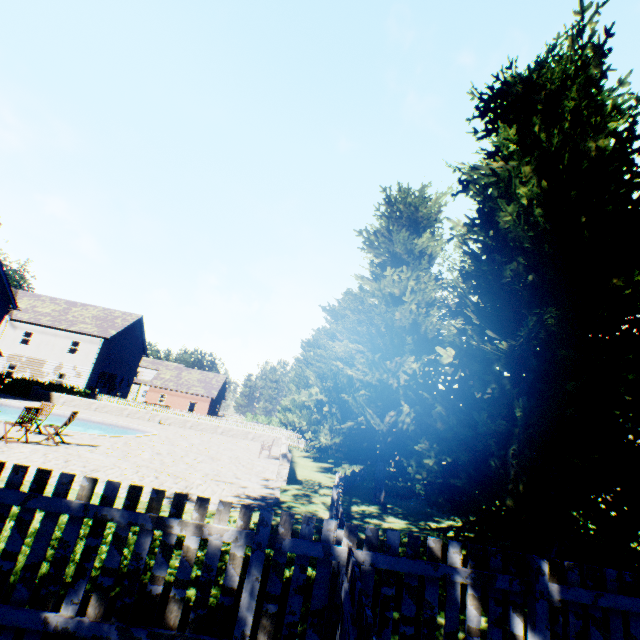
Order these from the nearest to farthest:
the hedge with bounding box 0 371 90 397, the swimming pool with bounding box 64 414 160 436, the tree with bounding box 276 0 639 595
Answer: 1. the tree with bounding box 276 0 639 595
2. the swimming pool with bounding box 64 414 160 436
3. the hedge with bounding box 0 371 90 397

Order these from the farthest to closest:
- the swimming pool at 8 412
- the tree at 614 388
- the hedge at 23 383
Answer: the hedge at 23 383
the swimming pool at 8 412
the tree at 614 388

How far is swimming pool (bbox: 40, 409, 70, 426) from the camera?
20.32m

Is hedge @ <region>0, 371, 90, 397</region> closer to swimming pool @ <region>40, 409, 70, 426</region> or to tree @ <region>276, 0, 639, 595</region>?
swimming pool @ <region>40, 409, 70, 426</region>

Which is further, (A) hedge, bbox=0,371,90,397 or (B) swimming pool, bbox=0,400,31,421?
(A) hedge, bbox=0,371,90,397

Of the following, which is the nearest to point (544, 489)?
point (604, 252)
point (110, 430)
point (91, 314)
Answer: point (604, 252)

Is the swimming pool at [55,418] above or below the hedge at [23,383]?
below
